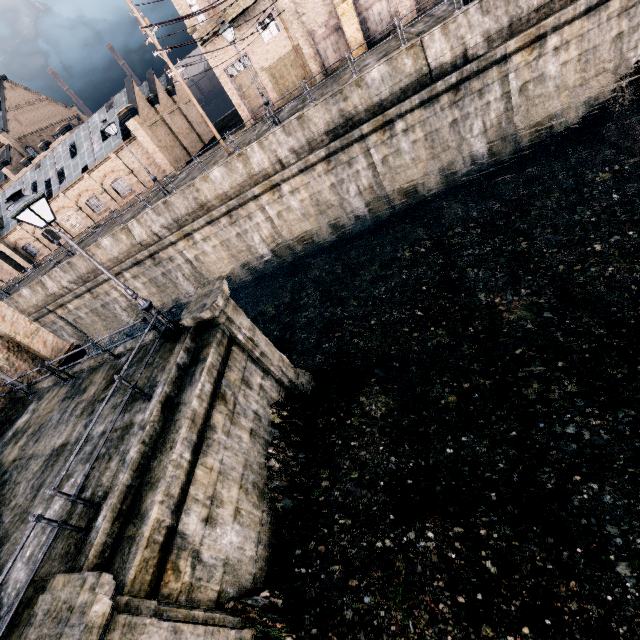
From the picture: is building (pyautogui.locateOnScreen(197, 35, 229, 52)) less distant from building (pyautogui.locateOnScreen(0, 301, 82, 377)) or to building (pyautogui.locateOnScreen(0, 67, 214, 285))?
building (pyautogui.locateOnScreen(0, 67, 214, 285))

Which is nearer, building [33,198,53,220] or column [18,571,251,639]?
column [18,571,251,639]

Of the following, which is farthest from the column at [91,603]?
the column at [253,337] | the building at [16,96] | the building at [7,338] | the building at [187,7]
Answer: the building at [16,96]

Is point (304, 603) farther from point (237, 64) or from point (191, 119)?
Result: point (191, 119)

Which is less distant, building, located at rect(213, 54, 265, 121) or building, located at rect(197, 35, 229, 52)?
building, located at rect(197, 35, 229, 52)

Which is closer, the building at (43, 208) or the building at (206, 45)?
the building at (206, 45)

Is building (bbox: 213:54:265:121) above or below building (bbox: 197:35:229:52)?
below
